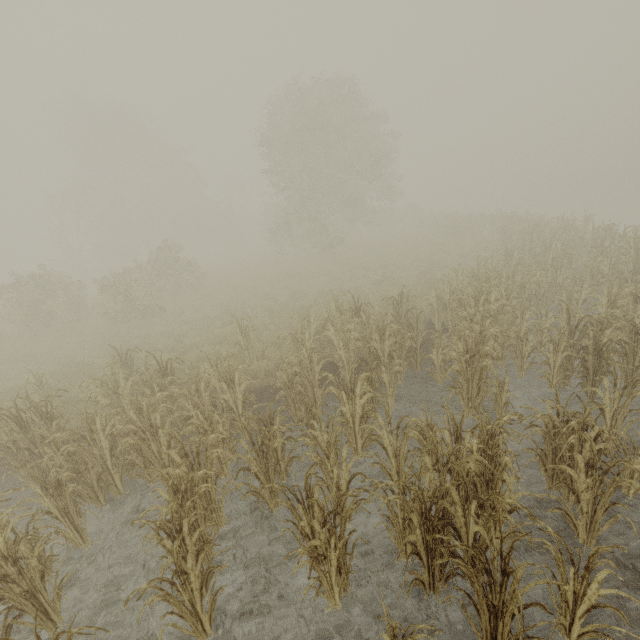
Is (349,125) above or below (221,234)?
above
